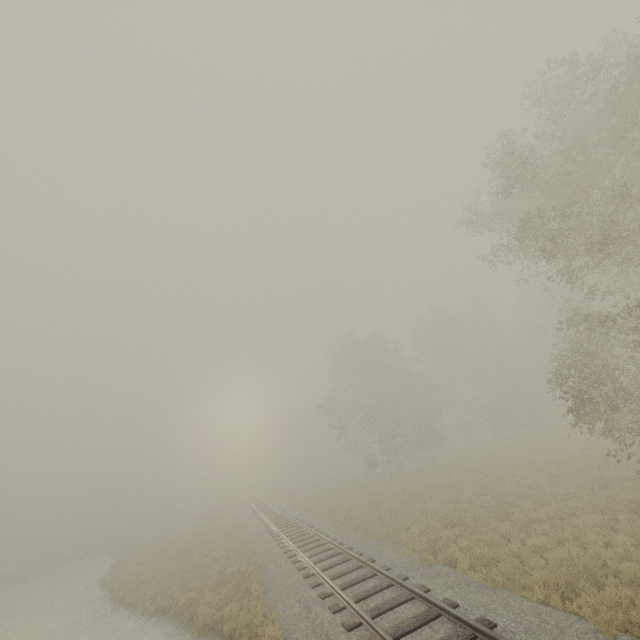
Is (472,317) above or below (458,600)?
above
